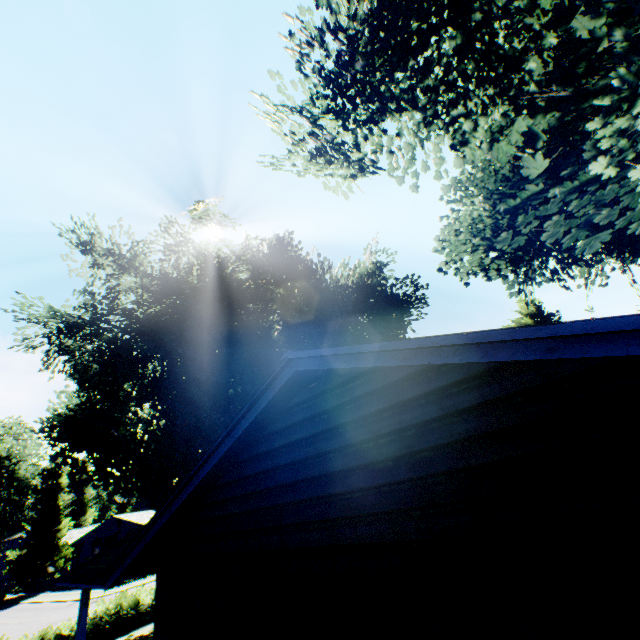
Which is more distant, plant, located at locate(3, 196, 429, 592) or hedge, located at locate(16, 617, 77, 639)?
plant, located at locate(3, 196, 429, 592)

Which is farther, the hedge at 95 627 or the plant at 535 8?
the hedge at 95 627

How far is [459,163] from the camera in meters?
9.7

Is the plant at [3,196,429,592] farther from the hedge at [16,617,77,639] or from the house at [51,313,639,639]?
the house at [51,313,639,639]

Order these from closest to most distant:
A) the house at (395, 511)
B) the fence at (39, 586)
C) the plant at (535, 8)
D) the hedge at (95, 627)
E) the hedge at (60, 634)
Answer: the house at (395, 511) < the plant at (535, 8) < the hedge at (60, 634) < the hedge at (95, 627) < the fence at (39, 586)

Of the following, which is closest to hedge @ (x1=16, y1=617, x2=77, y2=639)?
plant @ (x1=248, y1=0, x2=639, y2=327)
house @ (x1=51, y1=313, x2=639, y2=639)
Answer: plant @ (x1=248, y1=0, x2=639, y2=327)

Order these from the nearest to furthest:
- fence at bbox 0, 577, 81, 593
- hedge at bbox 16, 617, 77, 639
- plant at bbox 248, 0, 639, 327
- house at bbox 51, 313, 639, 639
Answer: house at bbox 51, 313, 639, 639, plant at bbox 248, 0, 639, 327, hedge at bbox 16, 617, 77, 639, fence at bbox 0, 577, 81, 593

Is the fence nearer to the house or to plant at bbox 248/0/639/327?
plant at bbox 248/0/639/327
